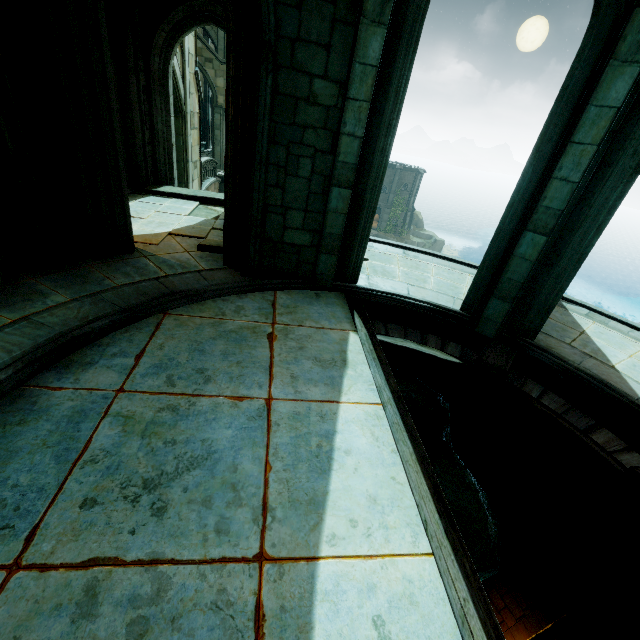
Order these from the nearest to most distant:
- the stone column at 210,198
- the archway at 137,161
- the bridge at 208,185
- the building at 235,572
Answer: the building at 235,572 → the archway at 137,161 → the stone column at 210,198 → the bridge at 208,185

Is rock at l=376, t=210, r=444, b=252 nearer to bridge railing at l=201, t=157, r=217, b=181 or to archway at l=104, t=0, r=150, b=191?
bridge railing at l=201, t=157, r=217, b=181

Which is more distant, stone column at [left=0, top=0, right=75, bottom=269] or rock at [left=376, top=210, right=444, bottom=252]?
rock at [left=376, top=210, right=444, bottom=252]

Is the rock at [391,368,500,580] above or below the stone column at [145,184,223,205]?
below

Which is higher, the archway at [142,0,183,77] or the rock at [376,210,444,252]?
the archway at [142,0,183,77]

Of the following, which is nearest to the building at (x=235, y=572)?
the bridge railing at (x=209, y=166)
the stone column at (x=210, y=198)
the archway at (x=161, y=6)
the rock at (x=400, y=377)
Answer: the rock at (x=400, y=377)

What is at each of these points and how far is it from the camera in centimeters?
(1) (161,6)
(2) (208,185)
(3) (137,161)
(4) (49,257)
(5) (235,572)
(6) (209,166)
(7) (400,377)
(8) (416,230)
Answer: (1) archway, 839cm
(2) bridge, 2016cm
(3) archway, 945cm
(4) stone column, 518cm
(5) building, 228cm
(6) bridge railing, 2170cm
(7) rock, 665cm
(8) rock, 5403cm

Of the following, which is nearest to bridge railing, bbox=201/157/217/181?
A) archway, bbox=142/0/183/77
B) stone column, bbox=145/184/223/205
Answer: stone column, bbox=145/184/223/205
